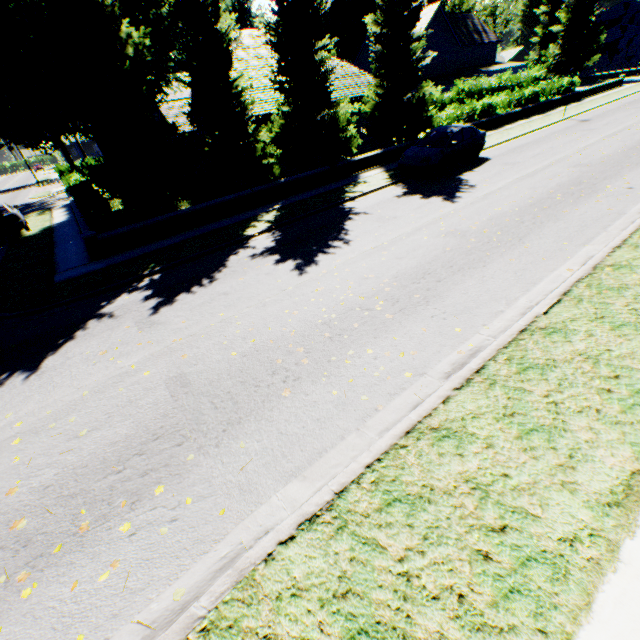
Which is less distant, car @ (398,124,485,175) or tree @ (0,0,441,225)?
tree @ (0,0,441,225)

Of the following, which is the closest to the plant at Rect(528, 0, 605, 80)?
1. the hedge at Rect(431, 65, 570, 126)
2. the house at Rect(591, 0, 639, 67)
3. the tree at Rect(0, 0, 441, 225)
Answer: the house at Rect(591, 0, 639, 67)

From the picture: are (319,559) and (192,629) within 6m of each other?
yes

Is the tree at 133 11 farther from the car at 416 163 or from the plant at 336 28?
the car at 416 163

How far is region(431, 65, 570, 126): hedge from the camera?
21.80m

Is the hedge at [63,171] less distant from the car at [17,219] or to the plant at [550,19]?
the plant at [550,19]

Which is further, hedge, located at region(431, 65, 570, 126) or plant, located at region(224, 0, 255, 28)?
plant, located at region(224, 0, 255, 28)
